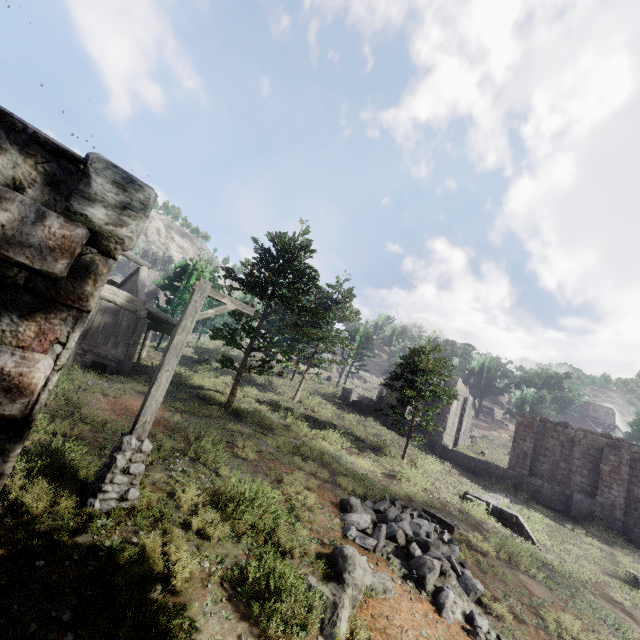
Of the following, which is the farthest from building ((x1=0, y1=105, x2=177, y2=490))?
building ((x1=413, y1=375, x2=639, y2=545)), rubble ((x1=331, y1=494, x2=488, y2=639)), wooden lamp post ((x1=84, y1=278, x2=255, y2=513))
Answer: building ((x1=413, y1=375, x2=639, y2=545))

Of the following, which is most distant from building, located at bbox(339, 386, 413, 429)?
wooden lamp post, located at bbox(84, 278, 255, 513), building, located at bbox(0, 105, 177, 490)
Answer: building, located at bbox(0, 105, 177, 490)

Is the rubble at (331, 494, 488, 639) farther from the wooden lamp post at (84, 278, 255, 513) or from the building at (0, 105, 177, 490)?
the wooden lamp post at (84, 278, 255, 513)

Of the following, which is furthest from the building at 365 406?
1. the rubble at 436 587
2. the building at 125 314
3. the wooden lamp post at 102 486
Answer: the rubble at 436 587

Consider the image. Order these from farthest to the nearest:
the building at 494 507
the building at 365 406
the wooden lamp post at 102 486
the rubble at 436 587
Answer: the building at 365 406
the building at 494 507
the rubble at 436 587
the wooden lamp post at 102 486

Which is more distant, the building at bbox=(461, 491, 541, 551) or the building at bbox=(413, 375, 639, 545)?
the building at bbox=(413, 375, 639, 545)

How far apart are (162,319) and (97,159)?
17.78m
